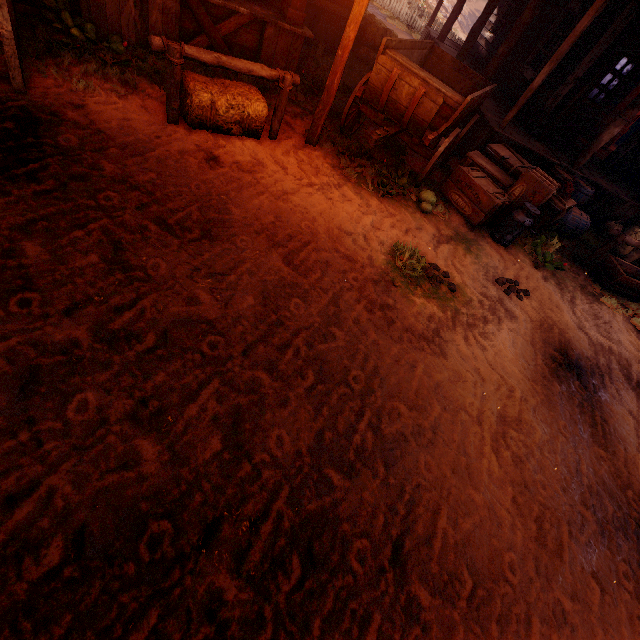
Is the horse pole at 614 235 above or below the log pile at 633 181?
below

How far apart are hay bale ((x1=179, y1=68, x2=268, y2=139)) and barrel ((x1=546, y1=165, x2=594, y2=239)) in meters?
6.5

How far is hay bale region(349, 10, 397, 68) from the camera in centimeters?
909cm

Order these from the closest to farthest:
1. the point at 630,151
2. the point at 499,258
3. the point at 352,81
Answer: the point at 499,258 → the point at 352,81 → the point at 630,151

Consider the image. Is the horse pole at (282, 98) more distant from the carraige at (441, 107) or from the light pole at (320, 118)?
the carraige at (441, 107)

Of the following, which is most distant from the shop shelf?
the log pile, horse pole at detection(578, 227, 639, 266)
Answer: horse pole at detection(578, 227, 639, 266)

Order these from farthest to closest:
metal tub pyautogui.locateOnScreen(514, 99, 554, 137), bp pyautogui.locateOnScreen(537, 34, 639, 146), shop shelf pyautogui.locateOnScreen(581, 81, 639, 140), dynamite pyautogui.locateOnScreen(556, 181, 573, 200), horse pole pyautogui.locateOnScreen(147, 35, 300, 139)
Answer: shop shelf pyautogui.locateOnScreen(581, 81, 639, 140) < metal tub pyautogui.locateOnScreen(514, 99, 554, 137) < bp pyautogui.locateOnScreen(537, 34, 639, 146) < dynamite pyautogui.locateOnScreen(556, 181, 573, 200) < horse pole pyautogui.locateOnScreen(147, 35, 300, 139)

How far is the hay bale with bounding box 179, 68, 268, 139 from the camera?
4.3 meters
